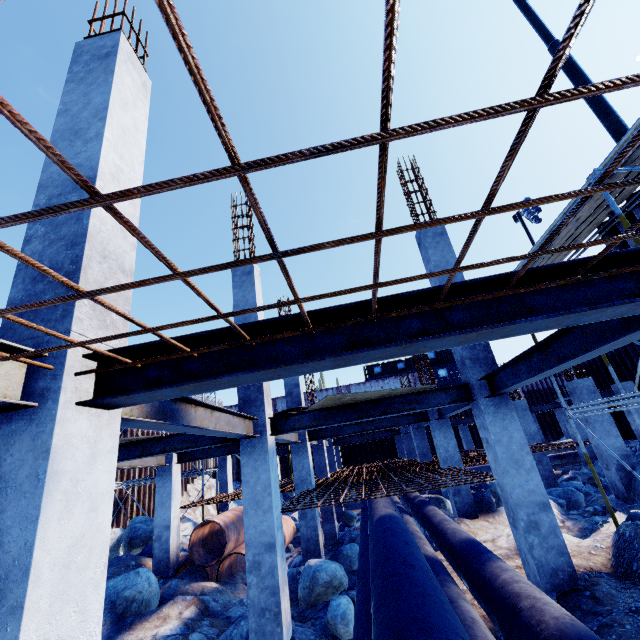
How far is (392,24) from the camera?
0.7 meters

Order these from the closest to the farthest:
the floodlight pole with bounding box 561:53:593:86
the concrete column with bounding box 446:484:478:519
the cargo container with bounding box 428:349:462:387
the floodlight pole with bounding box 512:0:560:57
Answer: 1. the floodlight pole with bounding box 561:53:593:86
2. the floodlight pole with bounding box 512:0:560:57
3. the concrete column with bounding box 446:484:478:519
4. the cargo container with bounding box 428:349:462:387

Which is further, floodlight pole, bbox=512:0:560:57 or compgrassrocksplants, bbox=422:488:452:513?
compgrassrocksplants, bbox=422:488:452:513

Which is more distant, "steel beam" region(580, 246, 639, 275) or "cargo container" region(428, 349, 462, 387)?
"cargo container" region(428, 349, 462, 387)

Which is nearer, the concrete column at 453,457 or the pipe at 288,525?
the concrete column at 453,457

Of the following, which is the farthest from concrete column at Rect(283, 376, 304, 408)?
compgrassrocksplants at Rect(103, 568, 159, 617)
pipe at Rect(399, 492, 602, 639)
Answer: compgrassrocksplants at Rect(103, 568, 159, 617)

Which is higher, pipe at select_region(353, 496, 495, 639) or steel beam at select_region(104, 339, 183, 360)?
steel beam at select_region(104, 339, 183, 360)

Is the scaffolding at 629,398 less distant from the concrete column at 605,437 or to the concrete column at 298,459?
the concrete column at 605,437
